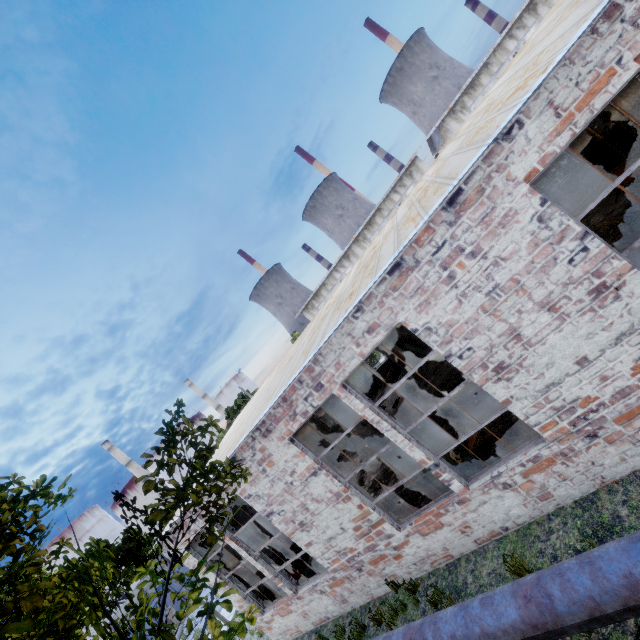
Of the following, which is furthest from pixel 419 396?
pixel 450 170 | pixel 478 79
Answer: pixel 478 79

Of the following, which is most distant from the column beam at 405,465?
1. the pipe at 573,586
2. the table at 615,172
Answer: the table at 615,172

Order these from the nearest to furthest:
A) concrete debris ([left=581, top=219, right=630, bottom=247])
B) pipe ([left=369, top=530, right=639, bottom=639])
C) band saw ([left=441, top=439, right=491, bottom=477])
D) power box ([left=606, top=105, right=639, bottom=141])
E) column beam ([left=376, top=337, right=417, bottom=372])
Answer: pipe ([left=369, top=530, right=639, bottom=639]) → band saw ([left=441, top=439, right=491, bottom=477]) → concrete debris ([left=581, top=219, right=630, bottom=247]) → power box ([left=606, top=105, right=639, bottom=141]) → column beam ([left=376, top=337, right=417, bottom=372])

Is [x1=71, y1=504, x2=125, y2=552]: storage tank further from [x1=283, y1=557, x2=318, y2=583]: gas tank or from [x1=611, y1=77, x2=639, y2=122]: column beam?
[x1=611, y1=77, x2=639, y2=122]: column beam

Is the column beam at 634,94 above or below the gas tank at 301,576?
above

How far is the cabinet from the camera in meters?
15.8

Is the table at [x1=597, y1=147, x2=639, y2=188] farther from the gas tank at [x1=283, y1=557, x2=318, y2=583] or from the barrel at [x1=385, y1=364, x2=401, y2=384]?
the gas tank at [x1=283, y1=557, x2=318, y2=583]

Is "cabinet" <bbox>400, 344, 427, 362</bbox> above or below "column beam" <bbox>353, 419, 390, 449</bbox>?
below
